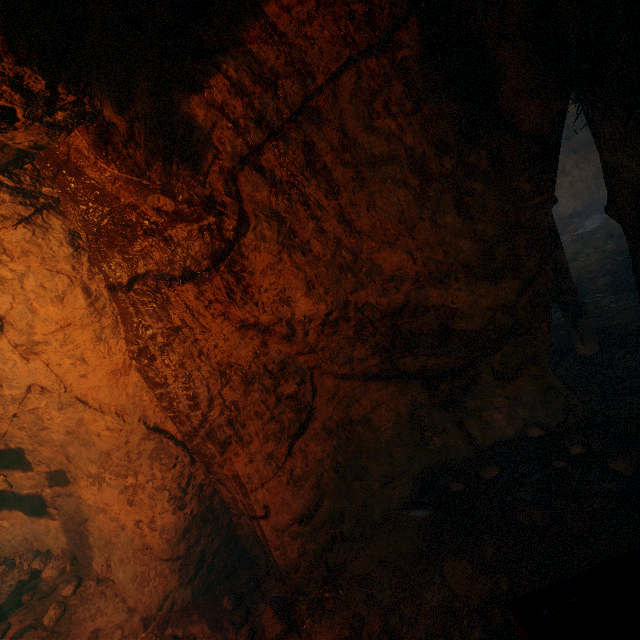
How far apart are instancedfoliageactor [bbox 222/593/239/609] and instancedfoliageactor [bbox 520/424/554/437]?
3.5 meters

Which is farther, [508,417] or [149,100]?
[508,417]

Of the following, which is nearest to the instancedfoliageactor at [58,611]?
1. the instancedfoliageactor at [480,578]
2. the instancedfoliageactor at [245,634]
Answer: the instancedfoliageactor at [245,634]

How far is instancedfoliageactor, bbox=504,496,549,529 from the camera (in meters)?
2.57

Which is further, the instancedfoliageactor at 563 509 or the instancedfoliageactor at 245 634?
the instancedfoliageactor at 245 634

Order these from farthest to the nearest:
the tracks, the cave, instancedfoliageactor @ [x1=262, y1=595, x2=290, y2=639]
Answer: instancedfoliageactor @ [x1=262, y1=595, x2=290, y2=639] → the cave → the tracks

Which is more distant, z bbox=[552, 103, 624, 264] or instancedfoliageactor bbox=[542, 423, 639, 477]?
z bbox=[552, 103, 624, 264]

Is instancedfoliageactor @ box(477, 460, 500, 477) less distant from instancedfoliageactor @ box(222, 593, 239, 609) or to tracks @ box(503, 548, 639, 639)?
tracks @ box(503, 548, 639, 639)
